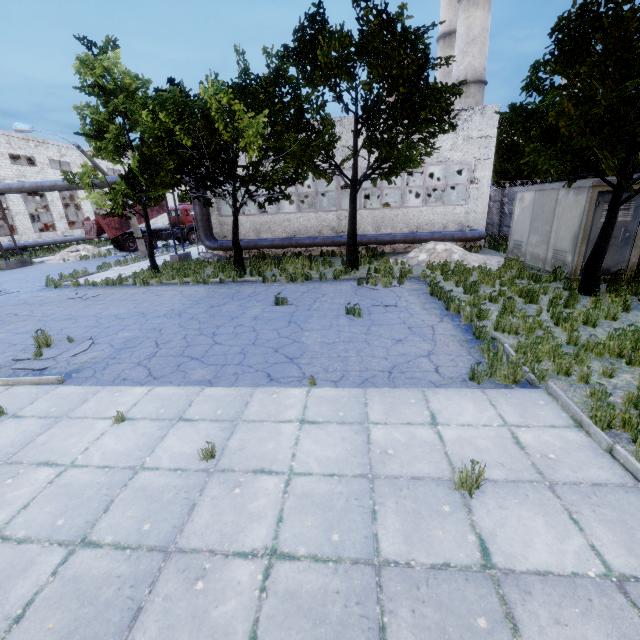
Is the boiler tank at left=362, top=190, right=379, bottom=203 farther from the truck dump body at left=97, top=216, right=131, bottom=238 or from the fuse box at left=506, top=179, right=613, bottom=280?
the fuse box at left=506, top=179, right=613, bottom=280

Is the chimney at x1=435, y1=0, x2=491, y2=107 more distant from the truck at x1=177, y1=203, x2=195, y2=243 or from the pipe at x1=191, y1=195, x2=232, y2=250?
the truck at x1=177, y1=203, x2=195, y2=243

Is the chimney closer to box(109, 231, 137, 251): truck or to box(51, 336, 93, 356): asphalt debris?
box(109, 231, 137, 251): truck

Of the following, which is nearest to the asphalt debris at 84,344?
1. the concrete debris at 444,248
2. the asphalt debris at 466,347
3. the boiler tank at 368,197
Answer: the asphalt debris at 466,347

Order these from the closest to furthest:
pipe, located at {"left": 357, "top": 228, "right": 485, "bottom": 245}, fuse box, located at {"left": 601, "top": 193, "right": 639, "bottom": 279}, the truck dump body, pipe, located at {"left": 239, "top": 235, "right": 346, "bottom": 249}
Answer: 1. fuse box, located at {"left": 601, "top": 193, "right": 639, "bottom": 279}
2. pipe, located at {"left": 357, "top": 228, "right": 485, "bottom": 245}
3. pipe, located at {"left": 239, "top": 235, "right": 346, "bottom": 249}
4. the truck dump body

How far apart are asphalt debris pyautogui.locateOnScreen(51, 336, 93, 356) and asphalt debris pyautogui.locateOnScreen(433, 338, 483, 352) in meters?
8.2

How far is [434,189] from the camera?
31.6 meters

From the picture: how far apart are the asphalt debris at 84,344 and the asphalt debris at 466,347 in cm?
819
